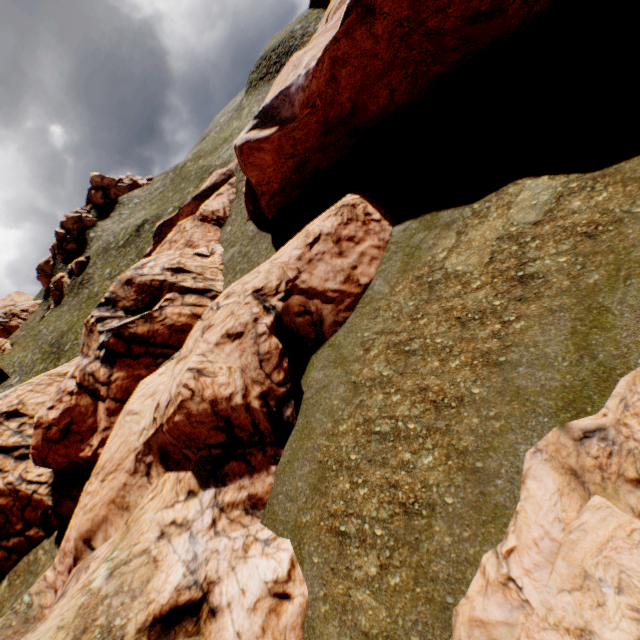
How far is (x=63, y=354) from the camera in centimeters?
4106cm

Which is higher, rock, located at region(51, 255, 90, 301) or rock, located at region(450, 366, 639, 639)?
rock, located at region(51, 255, 90, 301)

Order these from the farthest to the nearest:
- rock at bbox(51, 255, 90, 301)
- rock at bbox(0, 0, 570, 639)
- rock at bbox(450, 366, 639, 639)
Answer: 1. rock at bbox(51, 255, 90, 301)
2. rock at bbox(0, 0, 570, 639)
3. rock at bbox(450, 366, 639, 639)

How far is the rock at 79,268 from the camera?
56.34m

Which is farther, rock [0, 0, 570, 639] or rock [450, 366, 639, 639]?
rock [0, 0, 570, 639]

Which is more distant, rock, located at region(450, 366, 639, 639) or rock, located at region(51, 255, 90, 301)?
rock, located at region(51, 255, 90, 301)

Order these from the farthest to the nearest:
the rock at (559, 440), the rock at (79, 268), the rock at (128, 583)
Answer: the rock at (79, 268) → the rock at (128, 583) → the rock at (559, 440)
